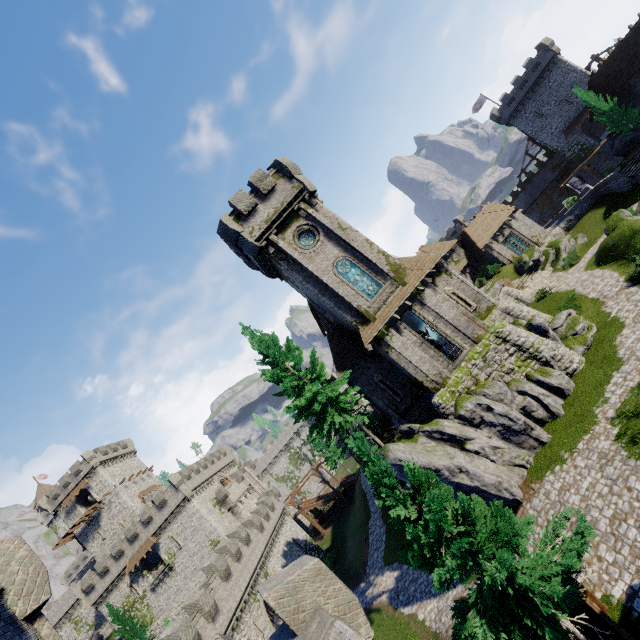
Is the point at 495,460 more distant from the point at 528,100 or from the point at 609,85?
the point at 528,100

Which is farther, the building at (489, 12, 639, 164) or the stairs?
the building at (489, 12, 639, 164)

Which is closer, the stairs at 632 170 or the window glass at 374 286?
the window glass at 374 286

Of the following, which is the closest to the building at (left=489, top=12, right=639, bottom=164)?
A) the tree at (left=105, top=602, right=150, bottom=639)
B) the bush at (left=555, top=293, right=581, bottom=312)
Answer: the bush at (left=555, top=293, right=581, bottom=312)

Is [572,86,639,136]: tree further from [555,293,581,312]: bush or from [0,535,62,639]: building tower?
[0,535,62,639]: building tower

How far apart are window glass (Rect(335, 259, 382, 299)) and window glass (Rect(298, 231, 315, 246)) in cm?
235

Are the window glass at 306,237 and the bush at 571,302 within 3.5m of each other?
no

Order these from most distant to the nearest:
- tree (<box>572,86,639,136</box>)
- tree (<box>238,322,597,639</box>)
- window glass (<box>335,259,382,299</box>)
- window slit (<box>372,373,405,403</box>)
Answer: tree (<box>572,86,639,136</box>)
window slit (<box>372,373,405,403</box>)
window glass (<box>335,259,382,299</box>)
tree (<box>238,322,597,639</box>)
